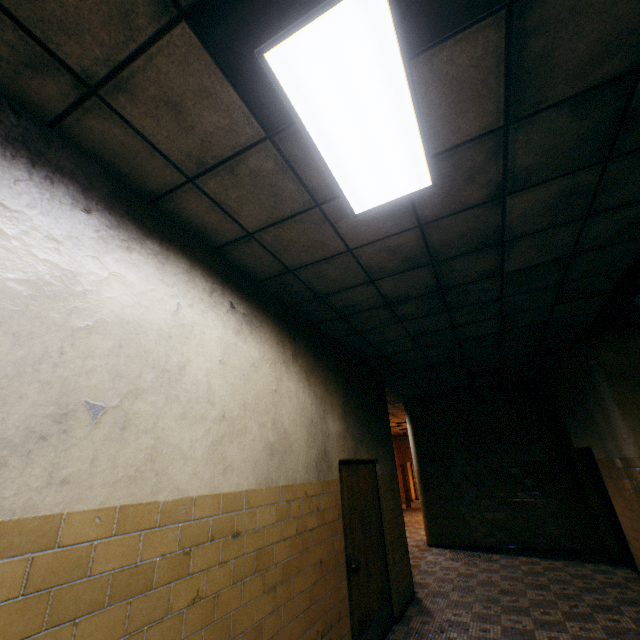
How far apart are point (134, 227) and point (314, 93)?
1.5 meters

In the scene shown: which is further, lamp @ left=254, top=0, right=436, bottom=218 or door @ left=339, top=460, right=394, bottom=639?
door @ left=339, top=460, right=394, bottom=639

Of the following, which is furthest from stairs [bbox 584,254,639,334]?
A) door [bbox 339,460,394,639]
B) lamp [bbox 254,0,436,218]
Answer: door [bbox 339,460,394,639]

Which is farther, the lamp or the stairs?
the stairs

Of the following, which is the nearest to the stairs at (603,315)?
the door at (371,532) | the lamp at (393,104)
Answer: the lamp at (393,104)

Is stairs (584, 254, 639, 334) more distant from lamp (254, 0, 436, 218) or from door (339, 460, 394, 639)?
door (339, 460, 394, 639)
